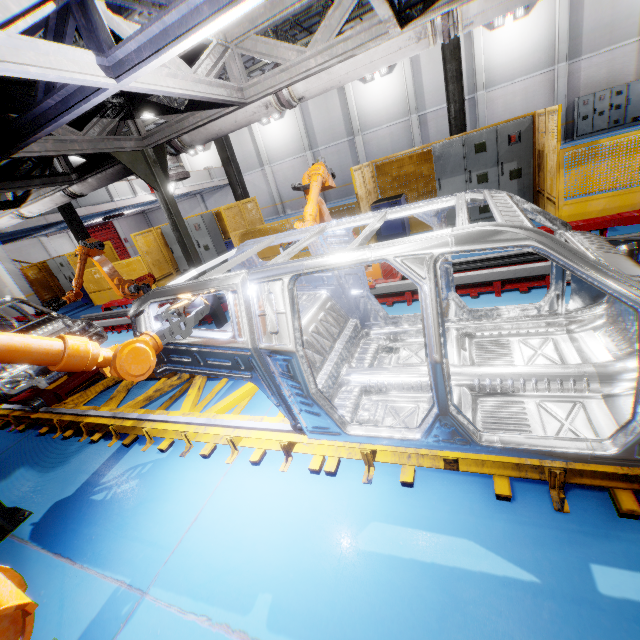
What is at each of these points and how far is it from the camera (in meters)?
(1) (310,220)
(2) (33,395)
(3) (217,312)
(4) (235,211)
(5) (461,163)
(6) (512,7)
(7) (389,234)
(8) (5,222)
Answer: (1) robot arm, 4.23
(2) chassis, 5.31
(3) metal pole, 6.13
(4) metal panel, 9.82
(5) cabinet, 7.72
(6) vent pipe, 3.19
(7) toolbox, 8.76
(8) vent pipe, 7.54

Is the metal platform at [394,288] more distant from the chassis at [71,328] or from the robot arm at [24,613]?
the robot arm at [24,613]

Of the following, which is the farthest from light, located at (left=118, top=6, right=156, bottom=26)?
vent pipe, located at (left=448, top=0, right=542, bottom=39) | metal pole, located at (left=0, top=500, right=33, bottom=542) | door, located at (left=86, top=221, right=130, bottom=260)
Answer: door, located at (left=86, top=221, right=130, bottom=260)

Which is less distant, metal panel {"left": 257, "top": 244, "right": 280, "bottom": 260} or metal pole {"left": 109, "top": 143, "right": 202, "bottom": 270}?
metal pole {"left": 109, "top": 143, "right": 202, "bottom": 270}

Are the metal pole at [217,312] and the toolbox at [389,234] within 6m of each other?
yes

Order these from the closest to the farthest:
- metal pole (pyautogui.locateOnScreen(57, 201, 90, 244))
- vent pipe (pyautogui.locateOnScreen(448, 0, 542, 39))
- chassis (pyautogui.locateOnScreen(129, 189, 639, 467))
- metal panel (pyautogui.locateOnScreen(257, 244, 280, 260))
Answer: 1. chassis (pyautogui.locateOnScreen(129, 189, 639, 467))
2. vent pipe (pyautogui.locateOnScreen(448, 0, 542, 39))
3. metal panel (pyautogui.locateOnScreen(257, 244, 280, 260))
4. metal pole (pyautogui.locateOnScreen(57, 201, 90, 244))

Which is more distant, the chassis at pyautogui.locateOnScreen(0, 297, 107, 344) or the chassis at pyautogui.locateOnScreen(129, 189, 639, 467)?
the chassis at pyautogui.locateOnScreen(0, 297, 107, 344)

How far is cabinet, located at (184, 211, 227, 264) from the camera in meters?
11.2
